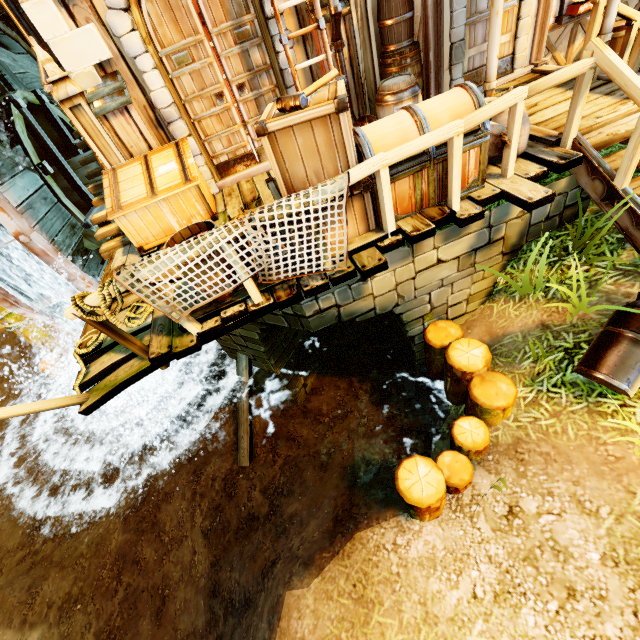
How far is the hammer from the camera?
Answer: 2.73m

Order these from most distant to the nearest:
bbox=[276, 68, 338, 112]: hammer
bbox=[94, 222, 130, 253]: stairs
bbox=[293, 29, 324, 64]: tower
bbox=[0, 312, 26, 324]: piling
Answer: bbox=[0, 312, 26, 324]: piling → bbox=[94, 222, 130, 253]: stairs → bbox=[293, 29, 324, 64]: tower → bbox=[276, 68, 338, 112]: hammer

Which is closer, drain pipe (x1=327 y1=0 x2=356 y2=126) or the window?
drain pipe (x1=327 y1=0 x2=356 y2=126)

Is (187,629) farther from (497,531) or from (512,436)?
(512,436)

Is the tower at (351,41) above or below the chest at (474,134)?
above

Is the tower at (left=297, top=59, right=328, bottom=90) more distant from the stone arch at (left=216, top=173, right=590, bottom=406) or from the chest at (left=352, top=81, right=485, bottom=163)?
the chest at (left=352, top=81, right=485, bottom=163)

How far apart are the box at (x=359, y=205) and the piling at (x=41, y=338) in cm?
696

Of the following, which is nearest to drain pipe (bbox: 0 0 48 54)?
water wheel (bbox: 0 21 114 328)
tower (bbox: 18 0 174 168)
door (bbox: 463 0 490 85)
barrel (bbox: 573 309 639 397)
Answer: tower (bbox: 18 0 174 168)
